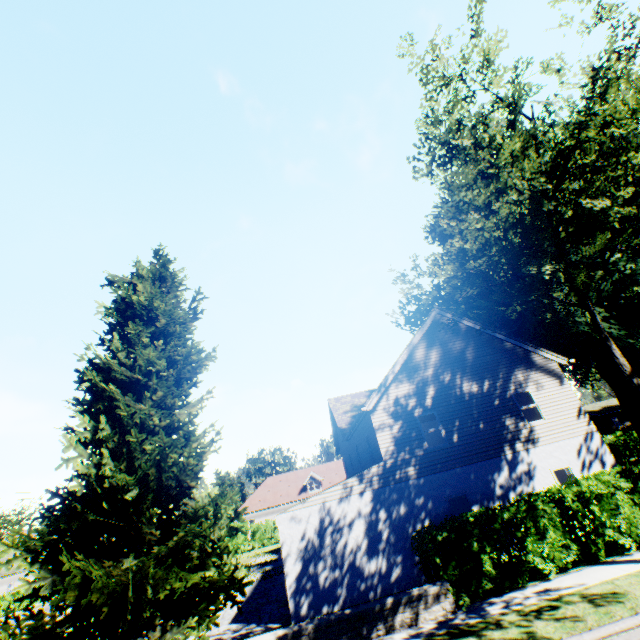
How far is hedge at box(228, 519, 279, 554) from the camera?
34.31m

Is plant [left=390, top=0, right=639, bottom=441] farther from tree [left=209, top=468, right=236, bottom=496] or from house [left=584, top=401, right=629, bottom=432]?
house [left=584, top=401, right=629, bottom=432]

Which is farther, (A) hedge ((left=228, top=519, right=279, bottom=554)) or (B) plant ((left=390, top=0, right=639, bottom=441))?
(A) hedge ((left=228, top=519, right=279, bottom=554))

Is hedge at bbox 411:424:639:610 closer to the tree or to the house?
the tree

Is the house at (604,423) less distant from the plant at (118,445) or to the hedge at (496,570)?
the plant at (118,445)

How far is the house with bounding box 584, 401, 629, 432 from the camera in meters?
55.0 m

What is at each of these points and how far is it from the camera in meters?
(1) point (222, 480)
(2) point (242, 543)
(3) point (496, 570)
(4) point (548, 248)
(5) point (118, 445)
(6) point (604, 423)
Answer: (1) tree, 52.1 m
(2) hedge, 34.5 m
(3) hedge, 9.8 m
(4) plant, 17.9 m
(5) plant, 11.1 m
(6) house, 55.2 m
